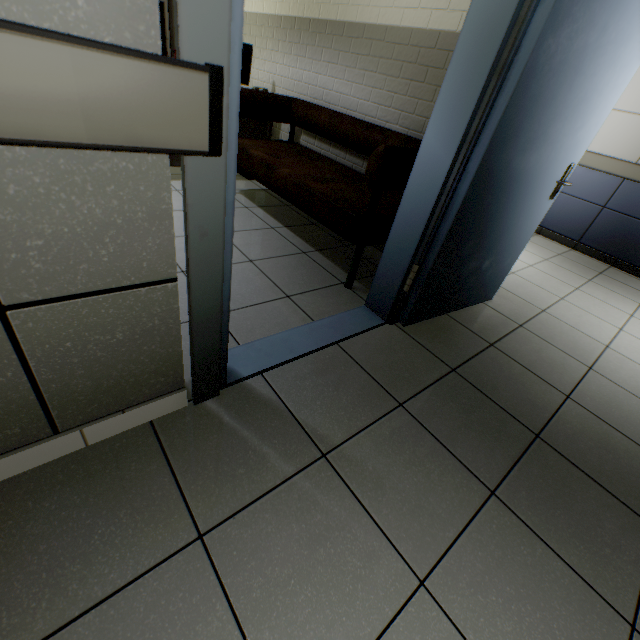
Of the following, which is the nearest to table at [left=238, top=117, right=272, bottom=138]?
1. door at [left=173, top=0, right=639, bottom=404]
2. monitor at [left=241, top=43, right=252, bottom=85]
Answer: monitor at [left=241, top=43, right=252, bottom=85]

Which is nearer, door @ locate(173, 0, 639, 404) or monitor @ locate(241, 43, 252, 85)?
door @ locate(173, 0, 639, 404)

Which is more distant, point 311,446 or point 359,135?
point 359,135

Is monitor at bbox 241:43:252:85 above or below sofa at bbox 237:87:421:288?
above

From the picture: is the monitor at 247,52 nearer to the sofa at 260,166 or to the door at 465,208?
the sofa at 260,166

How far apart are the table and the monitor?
0.03m

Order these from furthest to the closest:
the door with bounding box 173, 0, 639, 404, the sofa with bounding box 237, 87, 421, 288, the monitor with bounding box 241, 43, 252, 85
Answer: the monitor with bounding box 241, 43, 252, 85, the sofa with bounding box 237, 87, 421, 288, the door with bounding box 173, 0, 639, 404

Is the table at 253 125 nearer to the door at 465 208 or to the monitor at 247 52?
the monitor at 247 52
